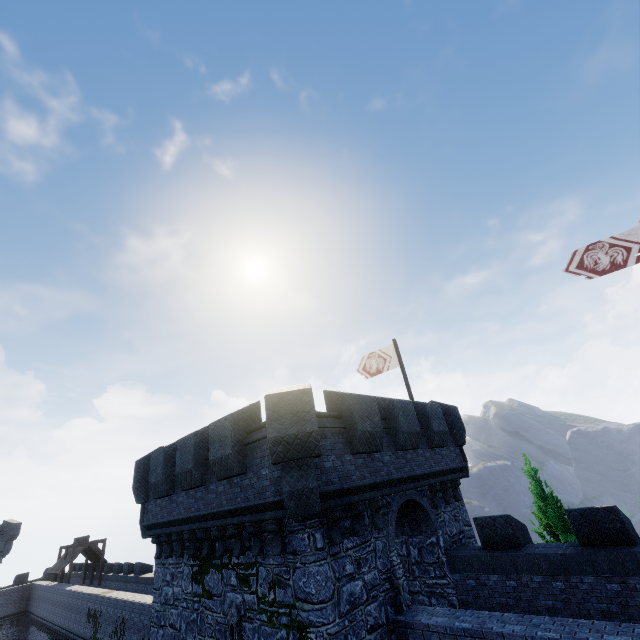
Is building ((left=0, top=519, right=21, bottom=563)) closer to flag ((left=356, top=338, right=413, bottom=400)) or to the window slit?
the window slit

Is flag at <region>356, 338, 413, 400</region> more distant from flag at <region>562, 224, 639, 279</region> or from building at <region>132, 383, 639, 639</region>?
flag at <region>562, 224, 639, 279</region>

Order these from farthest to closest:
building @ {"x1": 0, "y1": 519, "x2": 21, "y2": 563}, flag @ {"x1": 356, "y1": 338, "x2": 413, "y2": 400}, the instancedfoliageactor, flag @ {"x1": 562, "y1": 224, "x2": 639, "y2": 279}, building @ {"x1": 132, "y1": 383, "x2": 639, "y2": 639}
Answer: building @ {"x1": 0, "y1": 519, "x2": 21, "y2": 563}
flag @ {"x1": 356, "y1": 338, "x2": 413, "y2": 400}
the instancedfoliageactor
flag @ {"x1": 562, "y1": 224, "x2": 639, "y2": 279}
building @ {"x1": 132, "y1": 383, "x2": 639, "y2": 639}

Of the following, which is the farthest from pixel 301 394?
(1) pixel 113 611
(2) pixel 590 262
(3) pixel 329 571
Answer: (1) pixel 113 611

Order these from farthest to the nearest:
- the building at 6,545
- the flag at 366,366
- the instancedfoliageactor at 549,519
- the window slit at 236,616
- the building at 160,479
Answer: the building at 6,545 → the flag at 366,366 → the instancedfoliageactor at 549,519 → the window slit at 236,616 → the building at 160,479

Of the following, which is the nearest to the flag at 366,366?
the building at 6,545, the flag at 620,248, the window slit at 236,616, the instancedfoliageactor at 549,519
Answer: the instancedfoliageactor at 549,519

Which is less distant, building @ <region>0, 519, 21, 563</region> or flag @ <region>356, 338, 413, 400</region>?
flag @ <region>356, 338, 413, 400</region>

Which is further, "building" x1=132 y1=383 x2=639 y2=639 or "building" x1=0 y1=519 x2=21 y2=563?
"building" x1=0 y1=519 x2=21 y2=563
